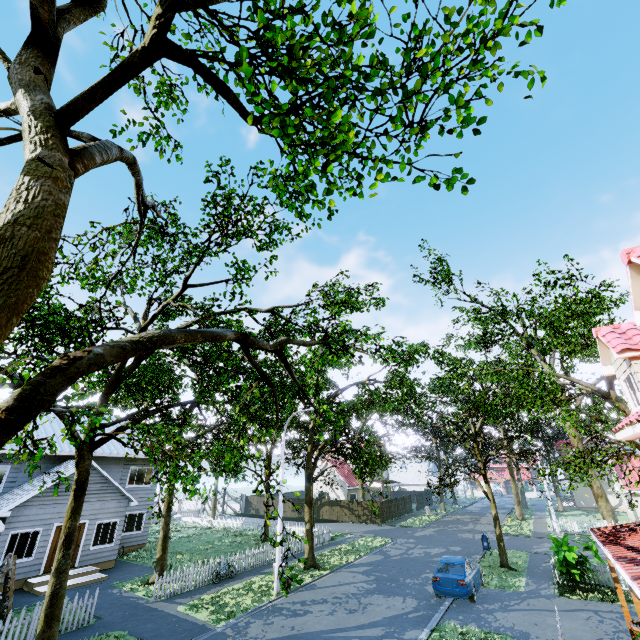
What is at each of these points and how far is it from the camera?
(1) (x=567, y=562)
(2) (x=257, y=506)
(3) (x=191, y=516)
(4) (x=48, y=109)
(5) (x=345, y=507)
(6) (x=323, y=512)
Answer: (1) plant, 15.48m
(2) fence, 45.03m
(3) fence, 35.50m
(4) tree, 3.27m
(5) fence, 38.56m
(6) fence, 39.78m

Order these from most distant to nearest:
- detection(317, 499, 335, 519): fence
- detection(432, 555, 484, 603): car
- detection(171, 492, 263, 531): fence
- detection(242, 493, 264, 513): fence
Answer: detection(242, 493, 264, 513): fence < detection(317, 499, 335, 519): fence < detection(171, 492, 263, 531): fence < detection(432, 555, 484, 603): car

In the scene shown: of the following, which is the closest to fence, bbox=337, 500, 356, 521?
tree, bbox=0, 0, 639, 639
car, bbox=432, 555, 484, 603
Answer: tree, bbox=0, 0, 639, 639

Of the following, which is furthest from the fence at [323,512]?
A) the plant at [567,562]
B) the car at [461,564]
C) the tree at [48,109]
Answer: the car at [461,564]

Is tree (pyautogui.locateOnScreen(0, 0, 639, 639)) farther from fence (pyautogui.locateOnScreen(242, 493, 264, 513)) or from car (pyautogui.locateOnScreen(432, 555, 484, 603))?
car (pyautogui.locateOnScreen(432, 555, 484, 603))

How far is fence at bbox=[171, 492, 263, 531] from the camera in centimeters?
3151cm

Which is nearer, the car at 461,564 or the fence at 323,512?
the car at 461,564
